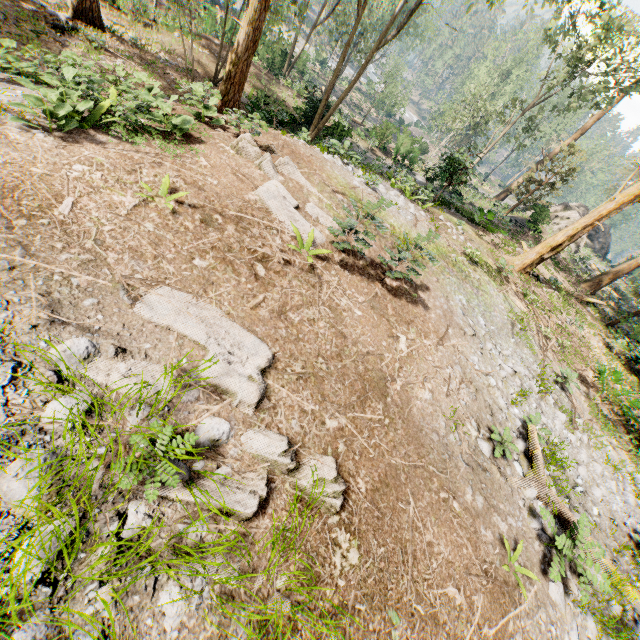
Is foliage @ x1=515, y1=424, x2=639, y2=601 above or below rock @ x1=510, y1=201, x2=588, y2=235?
below

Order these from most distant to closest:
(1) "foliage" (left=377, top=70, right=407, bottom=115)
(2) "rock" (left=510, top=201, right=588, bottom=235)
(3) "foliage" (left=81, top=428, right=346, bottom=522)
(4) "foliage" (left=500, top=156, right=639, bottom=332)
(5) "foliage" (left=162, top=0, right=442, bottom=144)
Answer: (1) "foliage" (left=377, top=70, right=407, bottom=115) → (2) "rock" (left=510, top=201, right=588, bottom=235) → (4) "foliage" (left=500, top=156, right=639, bottom=332) → (5) "foliage" (left=162, top=0, right=442, bottom=144) → (3) "foliage" (left=81, top=428, right=346, bottom=522)

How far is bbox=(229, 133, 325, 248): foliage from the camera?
7.2 meters

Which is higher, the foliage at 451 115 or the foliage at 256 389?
the foliage at 451 115

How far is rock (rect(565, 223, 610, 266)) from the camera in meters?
32.6

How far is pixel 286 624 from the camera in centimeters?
326cm

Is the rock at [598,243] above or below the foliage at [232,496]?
above
